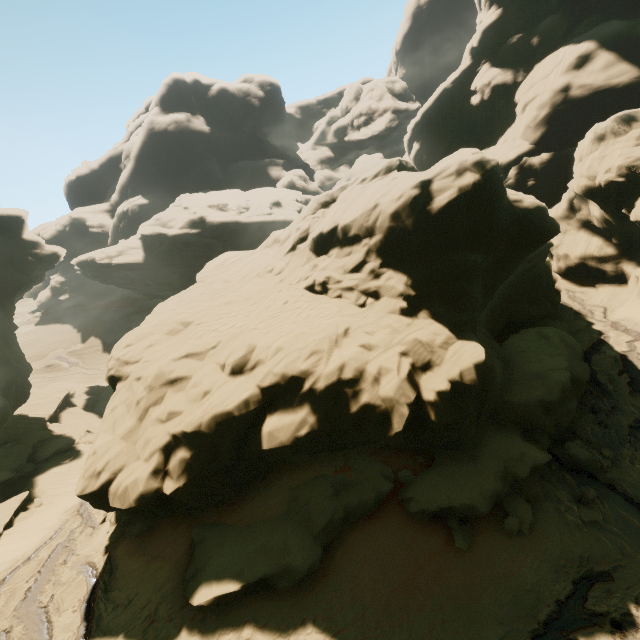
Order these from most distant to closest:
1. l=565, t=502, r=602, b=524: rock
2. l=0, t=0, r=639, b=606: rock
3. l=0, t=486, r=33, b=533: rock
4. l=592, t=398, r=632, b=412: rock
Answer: l=0, t=486, r=33, b=533: rock → l=592, t=398, r=632, b=412: rock → l=0, t=0, r=639, b=606: rock → l=565, t=502, r=602, b=524: rock

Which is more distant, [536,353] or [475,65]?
[475,65]

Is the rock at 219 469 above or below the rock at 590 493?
above

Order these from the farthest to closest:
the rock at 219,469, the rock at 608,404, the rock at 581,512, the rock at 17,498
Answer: the rock at 17,498
the rock at 608,404
the rock at 219,469
the rock at 581,512

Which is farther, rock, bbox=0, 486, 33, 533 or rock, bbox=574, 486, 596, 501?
rock, bbox=0, 486, 33, 533

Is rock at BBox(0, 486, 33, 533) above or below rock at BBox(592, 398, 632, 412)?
below
